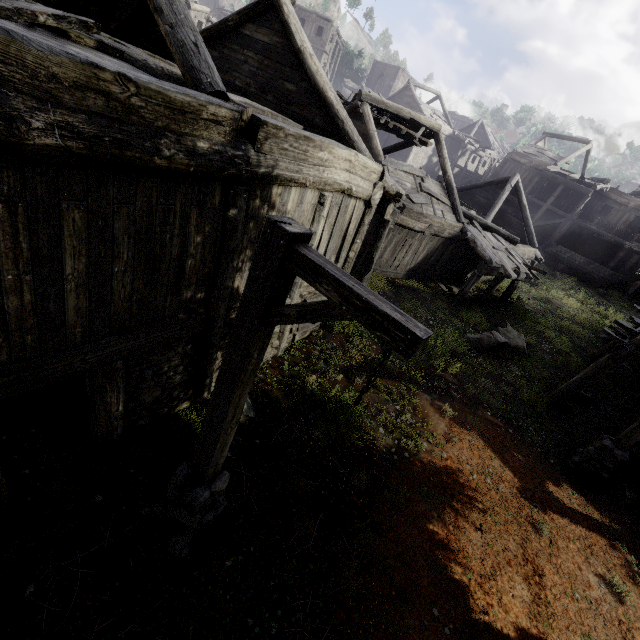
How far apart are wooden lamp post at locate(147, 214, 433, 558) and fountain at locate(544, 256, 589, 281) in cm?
3085

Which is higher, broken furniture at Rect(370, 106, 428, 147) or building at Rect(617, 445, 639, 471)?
broken furniture at Rect(370, 106, 428, 147)

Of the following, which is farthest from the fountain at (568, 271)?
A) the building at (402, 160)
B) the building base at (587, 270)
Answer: the building at (402, 160)

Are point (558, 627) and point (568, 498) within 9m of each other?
yes

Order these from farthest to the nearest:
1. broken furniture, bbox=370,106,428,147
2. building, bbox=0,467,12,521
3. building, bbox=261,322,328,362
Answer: broken furniture, bbox=370,106,428,147 < building, bbox=261,322,328,362 < building, bbox=0,467,12,521

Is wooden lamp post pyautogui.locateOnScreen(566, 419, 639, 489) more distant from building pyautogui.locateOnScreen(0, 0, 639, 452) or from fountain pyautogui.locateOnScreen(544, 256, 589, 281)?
fountain pyautogui.locateOnScreen(544, 256, 589, 281)

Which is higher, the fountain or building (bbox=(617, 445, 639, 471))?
the fountain

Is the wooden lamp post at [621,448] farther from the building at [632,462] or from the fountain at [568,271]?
the fountain at [568,271]
